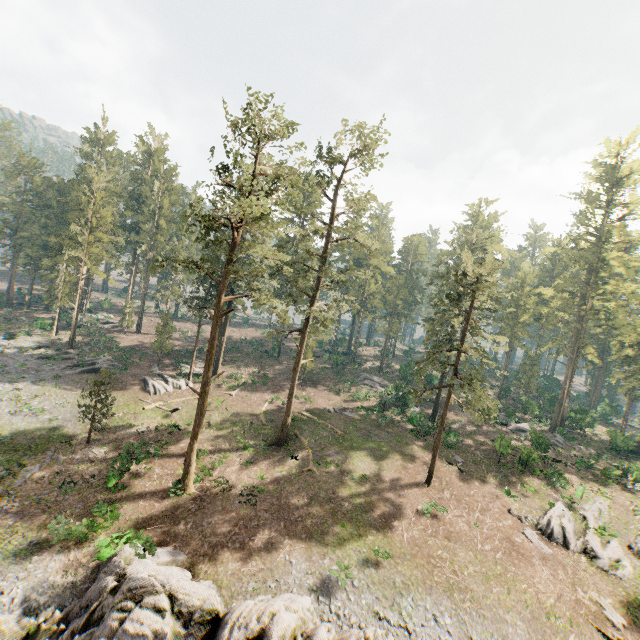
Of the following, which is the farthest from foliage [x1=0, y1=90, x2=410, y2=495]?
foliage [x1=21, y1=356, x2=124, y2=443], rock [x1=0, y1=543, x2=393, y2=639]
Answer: rock [x1=0, y1=543, x2=393, y2=639]

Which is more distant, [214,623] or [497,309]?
[497,309]

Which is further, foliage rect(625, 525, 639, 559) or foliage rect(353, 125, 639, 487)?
foliage rect(353, 125, 639, 487)

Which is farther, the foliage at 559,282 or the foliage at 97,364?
the foliage at 559,282

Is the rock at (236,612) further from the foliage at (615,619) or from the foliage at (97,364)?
the foliage at (97,364)

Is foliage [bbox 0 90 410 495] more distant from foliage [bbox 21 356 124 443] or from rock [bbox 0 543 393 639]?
rock [bbox 0 543 393 639]
